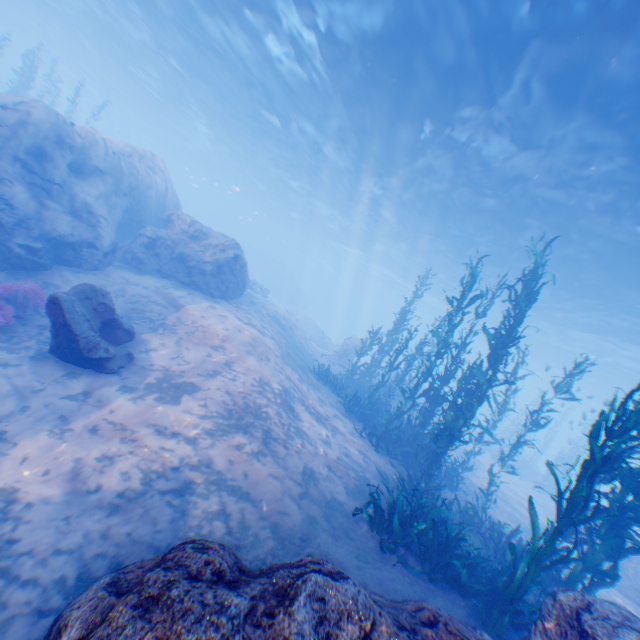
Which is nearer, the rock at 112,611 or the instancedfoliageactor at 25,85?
the rock at 112,611

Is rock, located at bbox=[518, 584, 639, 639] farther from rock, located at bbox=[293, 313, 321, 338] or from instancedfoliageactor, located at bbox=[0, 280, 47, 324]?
rock, located at bbox=[293, 313, 321, 338]

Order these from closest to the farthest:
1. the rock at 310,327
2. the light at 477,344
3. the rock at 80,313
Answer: the rock at 80,313 → the light at 477,344 → the rock at 310,327

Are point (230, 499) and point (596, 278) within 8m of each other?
no

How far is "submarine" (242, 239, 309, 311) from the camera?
49.9 meters

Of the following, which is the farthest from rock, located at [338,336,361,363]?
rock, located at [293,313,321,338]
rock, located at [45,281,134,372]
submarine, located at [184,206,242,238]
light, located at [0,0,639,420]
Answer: rock, located at [45,281,134,372]

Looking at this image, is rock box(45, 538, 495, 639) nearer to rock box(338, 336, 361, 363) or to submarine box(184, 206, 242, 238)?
submarine box(184, 206, 242, 238)

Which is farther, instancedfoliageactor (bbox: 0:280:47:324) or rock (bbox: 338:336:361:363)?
rock (bbox: 338:336:361:363)
